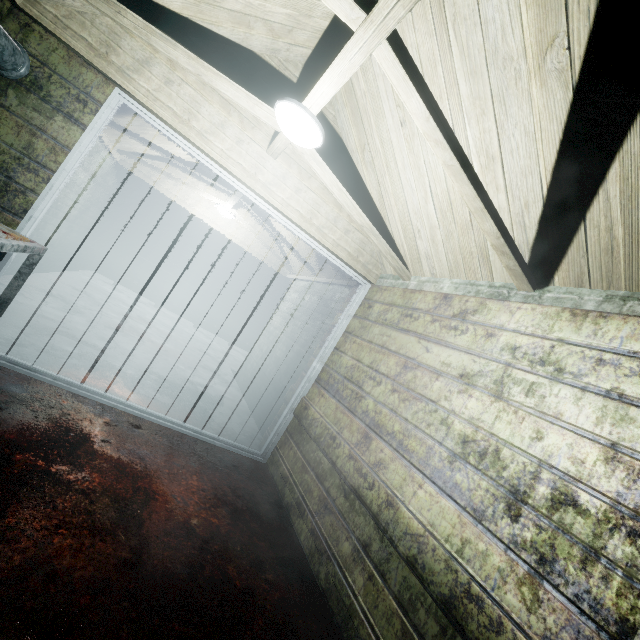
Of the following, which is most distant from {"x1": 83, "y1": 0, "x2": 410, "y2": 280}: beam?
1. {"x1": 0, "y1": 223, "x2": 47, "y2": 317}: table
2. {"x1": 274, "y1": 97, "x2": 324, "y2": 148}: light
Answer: {"x1": 0, "y1": 223, "x2": 47, "y2": 317}: table

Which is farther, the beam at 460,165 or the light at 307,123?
the light at 307,123

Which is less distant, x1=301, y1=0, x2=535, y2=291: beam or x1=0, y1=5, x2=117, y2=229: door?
x1=301, y1=0, x2=535, y2=291: beam

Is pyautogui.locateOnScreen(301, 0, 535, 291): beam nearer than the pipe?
Yes

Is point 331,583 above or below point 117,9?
below

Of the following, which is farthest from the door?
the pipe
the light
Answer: the light

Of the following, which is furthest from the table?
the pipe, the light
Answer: the light

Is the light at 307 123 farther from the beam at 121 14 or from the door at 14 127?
the door at 14 127
